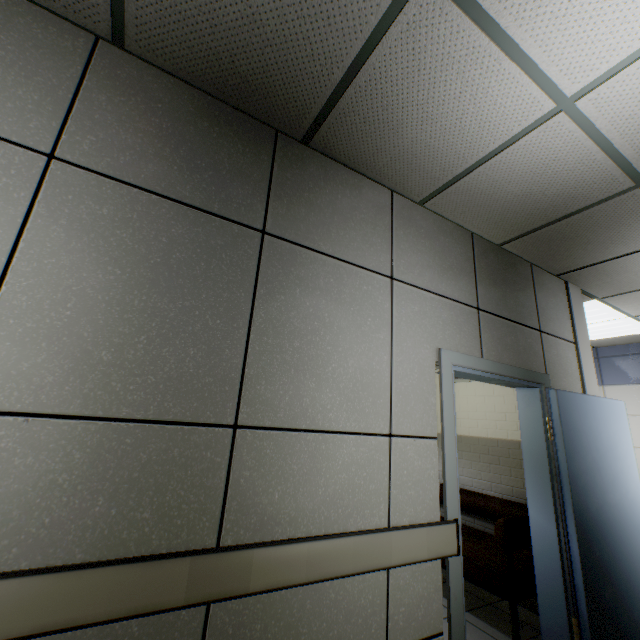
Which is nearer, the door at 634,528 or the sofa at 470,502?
the door at 634,528

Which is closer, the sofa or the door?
the door

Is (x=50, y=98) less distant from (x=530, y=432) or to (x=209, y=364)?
(x=209, y=364)
